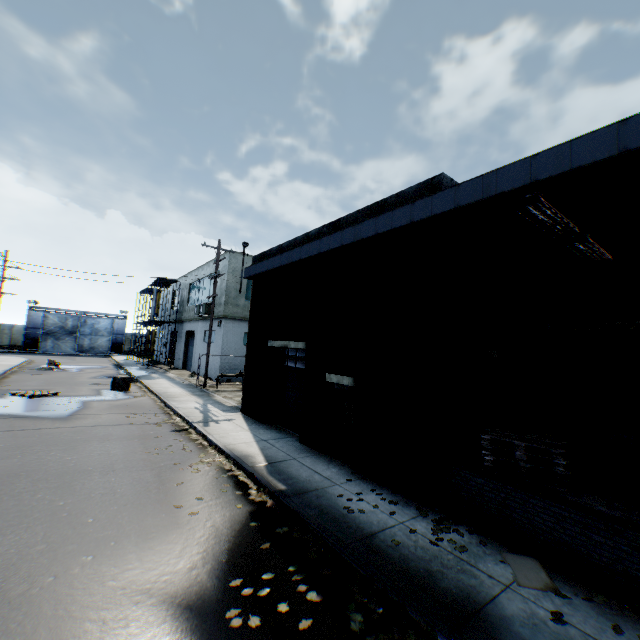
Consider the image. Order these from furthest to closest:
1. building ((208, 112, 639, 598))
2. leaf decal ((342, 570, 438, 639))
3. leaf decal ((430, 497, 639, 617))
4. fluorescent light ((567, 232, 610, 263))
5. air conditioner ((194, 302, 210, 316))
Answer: air conditioner ((194, 302, 210, 316)) → fluorescent light ((567, 232, 610, 263)) → building ((208, 112, 639, 598)) → leaf decal ((430, 497, 639, 617)) → leaf decal ((342, 570, 438, 639))

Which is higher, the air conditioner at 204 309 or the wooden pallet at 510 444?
the air conditioner at 204 309

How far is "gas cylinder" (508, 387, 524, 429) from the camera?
8.5 meters

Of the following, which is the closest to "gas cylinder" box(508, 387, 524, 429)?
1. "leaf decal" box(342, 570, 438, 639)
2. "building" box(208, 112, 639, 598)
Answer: "building" box(208, 112, 639, 598)

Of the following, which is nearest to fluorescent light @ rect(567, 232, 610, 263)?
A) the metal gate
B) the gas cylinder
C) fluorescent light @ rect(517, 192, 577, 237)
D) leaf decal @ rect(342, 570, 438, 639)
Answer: fluorescent light @ rect(517, 192, 577, 237)

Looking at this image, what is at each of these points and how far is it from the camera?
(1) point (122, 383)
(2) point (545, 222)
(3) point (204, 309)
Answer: (1) concrete block, 18.59m
(2) fluorescent light, 5.46m
(3) air conditioner, 25.19m

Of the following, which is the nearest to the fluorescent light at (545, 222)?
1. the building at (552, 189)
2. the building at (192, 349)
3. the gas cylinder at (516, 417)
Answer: the building at (552, 189)

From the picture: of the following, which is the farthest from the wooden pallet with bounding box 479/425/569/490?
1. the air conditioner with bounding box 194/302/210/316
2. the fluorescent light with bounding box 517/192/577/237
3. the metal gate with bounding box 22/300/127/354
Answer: the metal gate with bounding box 22/300/127/354
